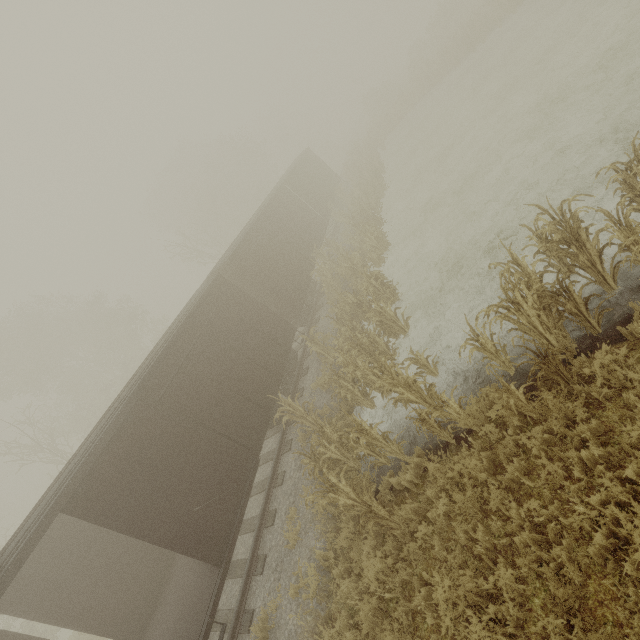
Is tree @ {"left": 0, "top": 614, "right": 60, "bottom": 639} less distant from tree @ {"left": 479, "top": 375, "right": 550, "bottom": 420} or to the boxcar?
the boxcar

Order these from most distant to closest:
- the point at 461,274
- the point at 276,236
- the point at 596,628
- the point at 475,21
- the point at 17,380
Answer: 1. the point at 17,380
2. the point at 475,21
3. the point at 276,236
4. the point at 461,274
5. the point at 596,628

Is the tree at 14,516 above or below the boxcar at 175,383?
above

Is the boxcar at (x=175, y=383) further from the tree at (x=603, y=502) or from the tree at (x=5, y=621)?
the tree at (x=5, y=621)

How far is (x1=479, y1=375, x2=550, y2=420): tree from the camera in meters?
4.9

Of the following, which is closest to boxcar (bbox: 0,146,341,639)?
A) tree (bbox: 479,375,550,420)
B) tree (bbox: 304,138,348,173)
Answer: tree (bbox: 479,375,550,420)

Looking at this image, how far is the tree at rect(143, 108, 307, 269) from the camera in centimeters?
3009cm

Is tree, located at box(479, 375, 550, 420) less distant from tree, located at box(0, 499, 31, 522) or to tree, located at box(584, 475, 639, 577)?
tree, located at box(584, 475, 639, 577)
